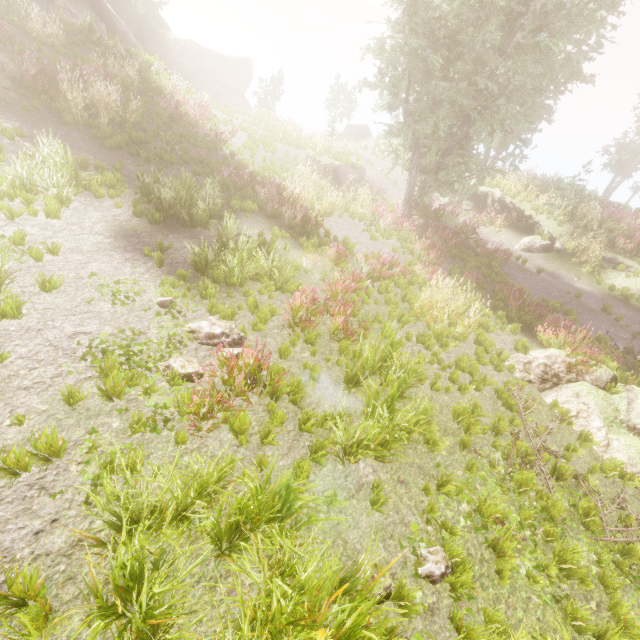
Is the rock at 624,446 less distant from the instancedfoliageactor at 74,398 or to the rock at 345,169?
the instancedfoliageactor at 74,398

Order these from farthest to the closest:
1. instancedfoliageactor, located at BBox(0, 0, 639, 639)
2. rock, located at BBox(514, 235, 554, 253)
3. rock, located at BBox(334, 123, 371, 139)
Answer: rock, located at BBox(334, 123, 371, 139)
rock, located at BBox(514, 235, 554, 253)
instancedfoliageactor, located at BBox(0, 0, 639, 639)

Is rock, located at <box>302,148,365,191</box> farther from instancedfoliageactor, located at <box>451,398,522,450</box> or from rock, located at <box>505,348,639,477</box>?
rock, located at <box>505,348,639,477</box>

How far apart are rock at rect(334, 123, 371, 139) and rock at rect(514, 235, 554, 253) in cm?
2315

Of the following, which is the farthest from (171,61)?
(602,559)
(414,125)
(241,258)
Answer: (602,559)

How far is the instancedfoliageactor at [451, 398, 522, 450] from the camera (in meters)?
5.51

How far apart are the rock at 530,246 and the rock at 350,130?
23.15m
